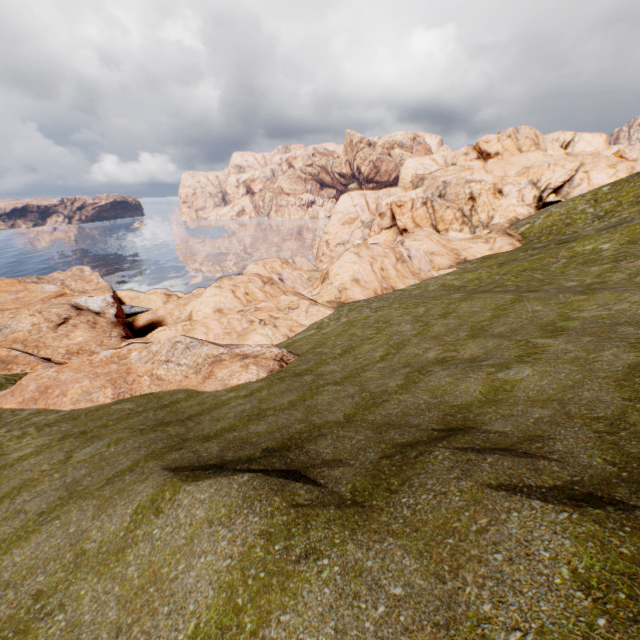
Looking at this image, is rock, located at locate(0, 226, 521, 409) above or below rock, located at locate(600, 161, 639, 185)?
below

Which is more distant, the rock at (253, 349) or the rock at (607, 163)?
the rock at (607, 163)

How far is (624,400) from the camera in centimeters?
735cm

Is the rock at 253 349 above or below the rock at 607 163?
below

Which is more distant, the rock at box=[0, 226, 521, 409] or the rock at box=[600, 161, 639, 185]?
the rock at box=[600, 161, 639, 185]
